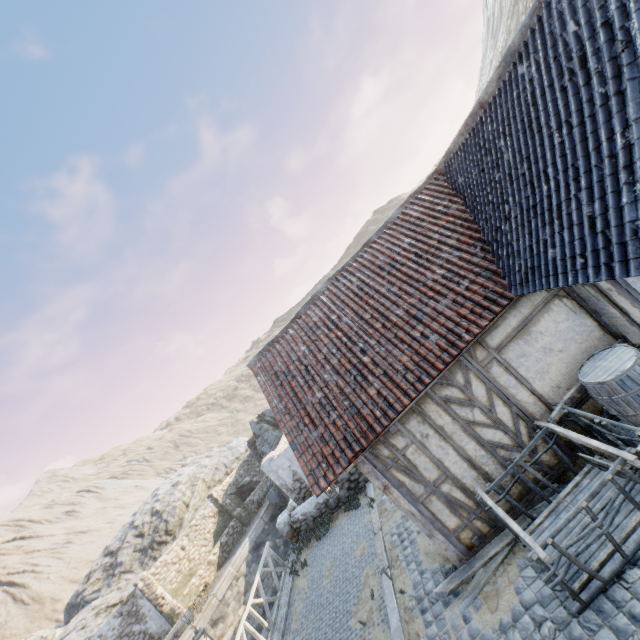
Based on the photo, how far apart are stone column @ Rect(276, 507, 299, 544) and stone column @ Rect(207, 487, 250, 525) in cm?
1006

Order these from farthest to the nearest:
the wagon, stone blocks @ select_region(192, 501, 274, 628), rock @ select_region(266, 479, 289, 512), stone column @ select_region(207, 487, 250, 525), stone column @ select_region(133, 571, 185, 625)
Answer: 1. stone column @ select_region(207, 487, 250, 525)
2. rock @ select_region(266, 479, 289, 512)
3. stone column @ select_region(133, 571, 185, 625)
4. stone blocks @ select_region(192, 501, 274, 628)
5. the wagon

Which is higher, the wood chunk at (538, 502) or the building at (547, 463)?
the building at (547, 463)

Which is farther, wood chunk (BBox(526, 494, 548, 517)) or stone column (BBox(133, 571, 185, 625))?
stone column (BBox(133, 571, 185, 625))

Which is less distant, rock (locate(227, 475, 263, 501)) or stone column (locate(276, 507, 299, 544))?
stone column (locate(276, 507, 299, 544))

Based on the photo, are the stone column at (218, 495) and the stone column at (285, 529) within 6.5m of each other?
no

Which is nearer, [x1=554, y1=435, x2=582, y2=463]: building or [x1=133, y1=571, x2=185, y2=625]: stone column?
[x1=554, y1=435, x2=582, y2=463]: building

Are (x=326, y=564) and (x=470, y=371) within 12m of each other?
yes
